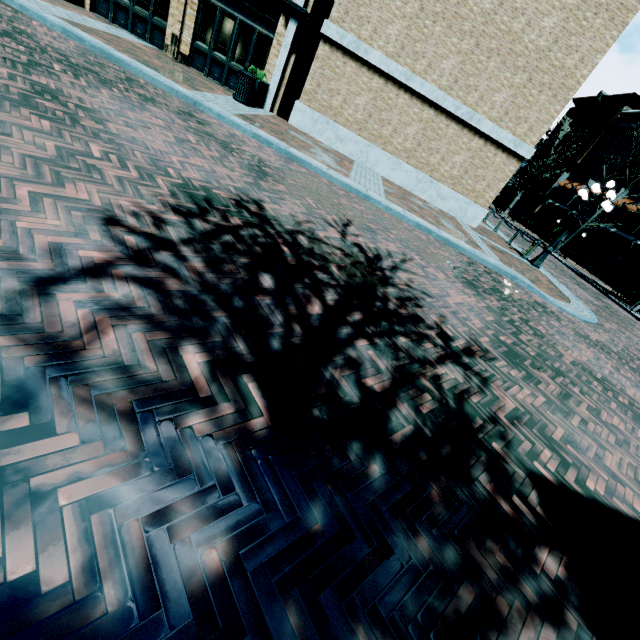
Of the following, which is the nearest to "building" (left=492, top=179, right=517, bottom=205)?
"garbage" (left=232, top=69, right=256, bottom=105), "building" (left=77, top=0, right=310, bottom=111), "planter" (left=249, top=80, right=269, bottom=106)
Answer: "building" (left=77, top=0, right=310, bottom=111)

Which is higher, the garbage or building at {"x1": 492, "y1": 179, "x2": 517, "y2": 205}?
building at {"x1": 492, "y1": 179, "x2": 517, "y2": 205}

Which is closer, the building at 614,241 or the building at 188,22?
the building at 188,22

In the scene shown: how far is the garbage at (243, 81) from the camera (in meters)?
10.80

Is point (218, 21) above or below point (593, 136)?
below

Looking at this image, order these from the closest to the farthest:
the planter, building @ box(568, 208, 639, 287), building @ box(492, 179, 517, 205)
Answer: the planter → building @ box(568, 208, 639, 287) → building @ box(492, 179, 517, 205)

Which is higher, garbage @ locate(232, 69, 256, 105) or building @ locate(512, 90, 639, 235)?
building @ locate(512, 90, 639, 235)
